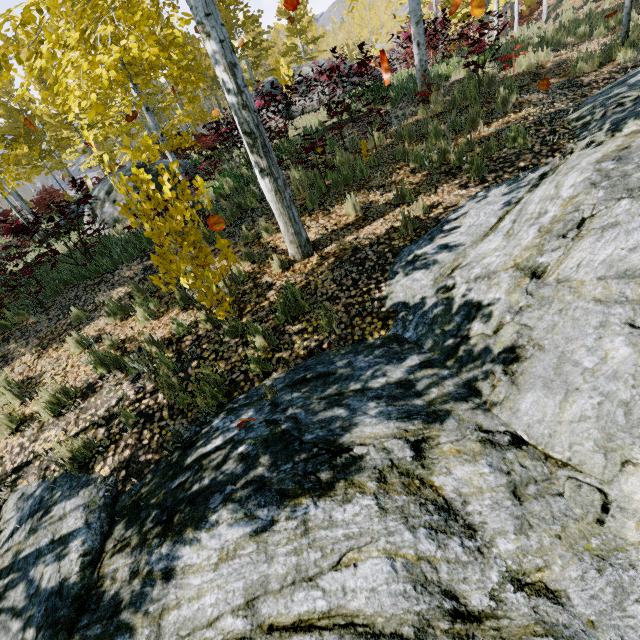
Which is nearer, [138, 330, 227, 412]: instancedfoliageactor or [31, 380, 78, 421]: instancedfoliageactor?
[138, 330, 227, 412]: instancedfoliageactor

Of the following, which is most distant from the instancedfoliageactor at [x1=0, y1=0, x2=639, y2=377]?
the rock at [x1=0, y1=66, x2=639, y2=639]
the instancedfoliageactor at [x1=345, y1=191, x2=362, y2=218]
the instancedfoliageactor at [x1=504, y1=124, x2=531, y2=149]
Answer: the instancedfoliageactor at [x1=504, y1=124, x2=531, y2=149]

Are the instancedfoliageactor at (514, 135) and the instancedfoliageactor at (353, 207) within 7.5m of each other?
yes

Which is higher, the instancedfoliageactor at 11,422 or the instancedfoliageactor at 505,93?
the instancedfoliageactor at 505,93

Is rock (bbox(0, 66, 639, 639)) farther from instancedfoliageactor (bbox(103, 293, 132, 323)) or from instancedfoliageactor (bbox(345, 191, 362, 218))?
instancedfoliageactor (bbox(345, 191, 362, 218))

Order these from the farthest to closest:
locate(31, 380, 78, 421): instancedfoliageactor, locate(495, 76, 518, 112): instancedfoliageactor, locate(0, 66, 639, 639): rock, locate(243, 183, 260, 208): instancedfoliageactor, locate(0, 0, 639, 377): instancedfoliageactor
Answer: locate(243, 183, 260, 208): instancedfoliageactor
locate(495, 76, 518, 112): instancedfoliageactor
locate(31, 380, 78, 421): instancedfoliageactor
locate(0, 0, 639, 377): instancedfoliageactor
locate(0, 66, 639, 639): rock

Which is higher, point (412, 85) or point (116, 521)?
point (412, 85)

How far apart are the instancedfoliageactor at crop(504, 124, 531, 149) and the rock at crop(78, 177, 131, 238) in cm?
863
